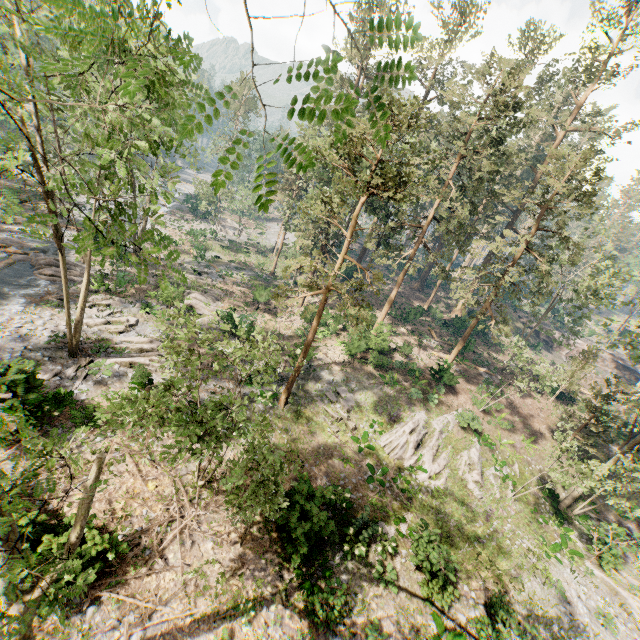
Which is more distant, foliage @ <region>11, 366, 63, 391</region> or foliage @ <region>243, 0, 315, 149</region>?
foliage @ <region>11, 366, 63, 391</region>

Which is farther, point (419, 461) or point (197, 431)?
point (419, 461)

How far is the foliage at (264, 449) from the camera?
9.69m

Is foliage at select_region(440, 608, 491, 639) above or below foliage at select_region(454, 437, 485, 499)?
below

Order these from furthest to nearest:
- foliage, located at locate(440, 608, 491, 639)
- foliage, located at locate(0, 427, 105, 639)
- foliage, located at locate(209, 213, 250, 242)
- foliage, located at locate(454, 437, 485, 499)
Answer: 1. foliage, located at locate(209, 213, 250, 242)
2. foliage, located at locate(454, 437, 485, 499)
3. foliage, located at locate(440, 608, 491, 639)
4. foliage, located at locate(0, 427, 105, 639)
